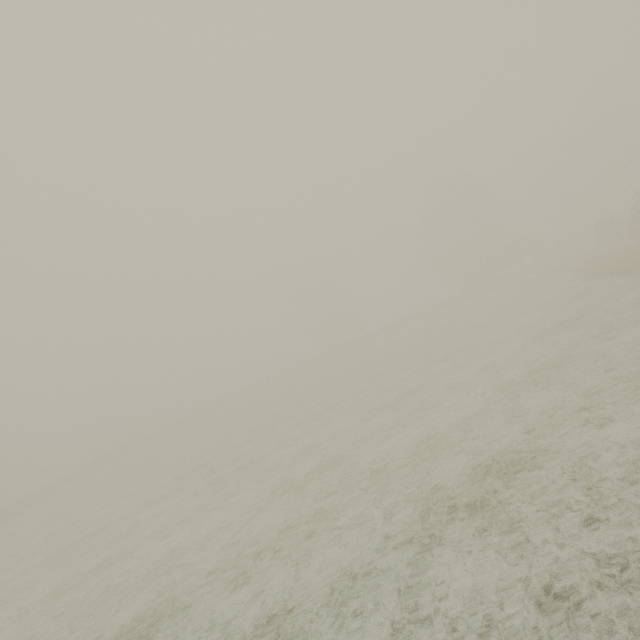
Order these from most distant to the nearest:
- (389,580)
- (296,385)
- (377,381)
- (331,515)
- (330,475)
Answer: (296,385), (377,381), (330,475), (331,515), (389,580)
